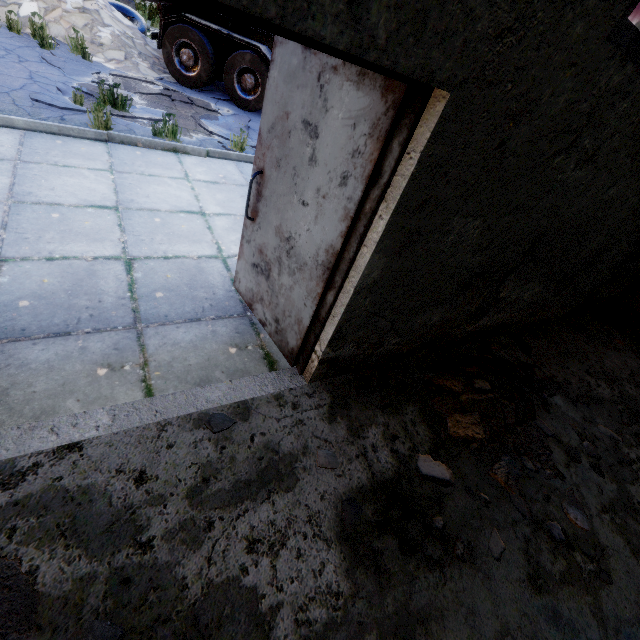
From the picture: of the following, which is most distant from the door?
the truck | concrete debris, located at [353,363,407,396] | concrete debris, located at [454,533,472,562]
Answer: the truck

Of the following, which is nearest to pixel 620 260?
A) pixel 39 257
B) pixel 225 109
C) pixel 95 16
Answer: pixel 39 257

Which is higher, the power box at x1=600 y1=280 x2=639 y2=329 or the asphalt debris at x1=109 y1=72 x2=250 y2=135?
the power box at x1=600 y1=280 x2=639 y2=329

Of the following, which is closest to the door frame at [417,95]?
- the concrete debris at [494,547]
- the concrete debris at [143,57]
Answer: the concrete debris at [494,547]

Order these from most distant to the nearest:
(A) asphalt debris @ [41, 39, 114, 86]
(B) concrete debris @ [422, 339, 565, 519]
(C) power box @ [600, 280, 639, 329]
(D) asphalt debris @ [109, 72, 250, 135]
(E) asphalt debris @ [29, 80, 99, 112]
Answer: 1. (D) asphalt debris @ [109, 72, 250, 135]
2. (A) asphalt debris @ [41, 39, 114, 86]
3. (C) power box @ [600, 280, 639, 329]
4. (E) asphalt debris @ [29, 80, 99, 112]
5. (B) concrete debris @ [422, 339, 565, 519]

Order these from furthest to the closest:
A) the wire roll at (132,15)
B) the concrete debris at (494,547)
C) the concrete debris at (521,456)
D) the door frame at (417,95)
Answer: the wire roll at (132,15), the concrete debris at (521,456), the concrete debris at (494,547), the door frame at (417,95)

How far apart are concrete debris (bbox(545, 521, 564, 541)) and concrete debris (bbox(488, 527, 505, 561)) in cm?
56

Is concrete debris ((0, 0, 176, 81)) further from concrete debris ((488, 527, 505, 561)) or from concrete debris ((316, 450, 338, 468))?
concrete debris ((488, 527, 505, 561))
